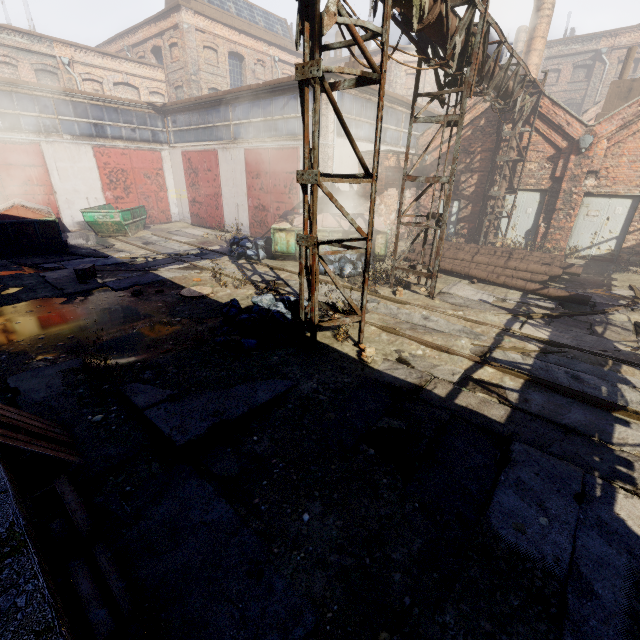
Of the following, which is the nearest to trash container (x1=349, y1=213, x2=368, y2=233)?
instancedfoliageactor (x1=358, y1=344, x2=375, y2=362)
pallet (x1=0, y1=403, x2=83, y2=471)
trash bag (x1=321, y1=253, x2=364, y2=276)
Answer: trash bag (x1=321, y1=253, x2=364, y2=276)

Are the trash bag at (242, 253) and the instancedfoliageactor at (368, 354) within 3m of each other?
no

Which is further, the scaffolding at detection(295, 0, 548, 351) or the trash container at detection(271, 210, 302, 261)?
the trash container at detection(271, 210, 302, 261)

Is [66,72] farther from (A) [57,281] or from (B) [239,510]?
(B) [239,510]

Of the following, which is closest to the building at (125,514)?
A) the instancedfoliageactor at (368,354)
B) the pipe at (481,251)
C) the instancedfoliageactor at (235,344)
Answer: the instancedfoliageactor at (235,344)

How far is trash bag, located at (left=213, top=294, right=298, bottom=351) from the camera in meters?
6.1 m

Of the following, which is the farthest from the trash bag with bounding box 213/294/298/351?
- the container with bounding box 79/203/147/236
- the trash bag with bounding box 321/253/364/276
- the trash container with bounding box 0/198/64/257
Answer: the container with bounding box 79/203/147/236

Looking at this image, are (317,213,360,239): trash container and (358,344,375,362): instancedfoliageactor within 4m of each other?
no
